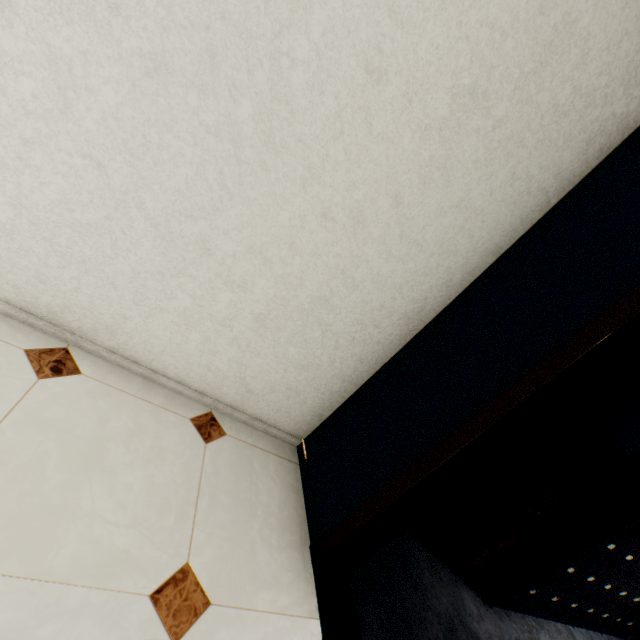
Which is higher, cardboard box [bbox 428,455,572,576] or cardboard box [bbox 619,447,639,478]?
cardboard box [bbox 619,447,639,478]

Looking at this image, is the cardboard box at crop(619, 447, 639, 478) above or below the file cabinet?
above

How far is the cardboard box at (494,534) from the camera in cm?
216

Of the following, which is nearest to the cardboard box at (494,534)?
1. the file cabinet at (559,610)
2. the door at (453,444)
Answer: the file cabinet at (559,610)

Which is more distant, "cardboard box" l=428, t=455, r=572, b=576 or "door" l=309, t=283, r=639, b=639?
"cardboard box" l=428, t=455, r=572, b=576

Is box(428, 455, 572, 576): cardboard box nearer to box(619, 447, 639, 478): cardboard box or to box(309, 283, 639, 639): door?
box(619, 447, 639, 478): cardboard box

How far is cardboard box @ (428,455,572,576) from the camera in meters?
2.2

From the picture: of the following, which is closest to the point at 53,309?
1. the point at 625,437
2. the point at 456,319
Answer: the point at 456,319
